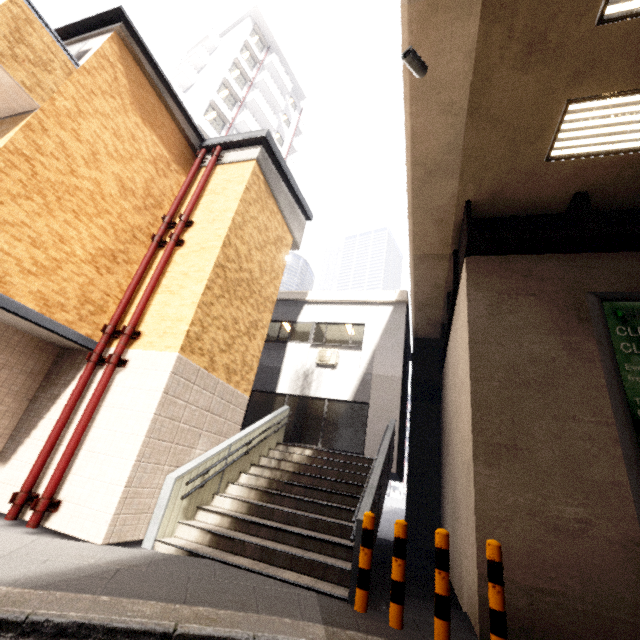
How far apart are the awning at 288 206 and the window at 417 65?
4.8m

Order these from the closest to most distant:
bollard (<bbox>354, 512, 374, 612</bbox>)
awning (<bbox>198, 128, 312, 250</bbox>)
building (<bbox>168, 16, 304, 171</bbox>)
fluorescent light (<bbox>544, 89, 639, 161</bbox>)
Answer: bollard (<bbox>354, 512, 374, 612</bbox>), fluorescent light (<bbox>544, 89, 639, 161</bbox>), awning (<bbox>198, 128, 312, 250</bbox>), building (<bbox>168, 16, 304, 171</bbox>)

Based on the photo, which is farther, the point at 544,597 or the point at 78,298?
the point at 78,298

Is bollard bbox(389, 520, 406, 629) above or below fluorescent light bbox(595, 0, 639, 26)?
below

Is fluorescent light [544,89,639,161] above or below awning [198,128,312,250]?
below

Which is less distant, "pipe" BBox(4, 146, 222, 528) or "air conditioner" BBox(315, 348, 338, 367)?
"pipe" BBox(4, 146, 222, 528)

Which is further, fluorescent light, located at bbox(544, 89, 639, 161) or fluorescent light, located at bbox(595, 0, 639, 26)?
fluorescent light, located at bbox(544, 89, 639, 161)

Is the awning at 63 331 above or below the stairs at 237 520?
above
